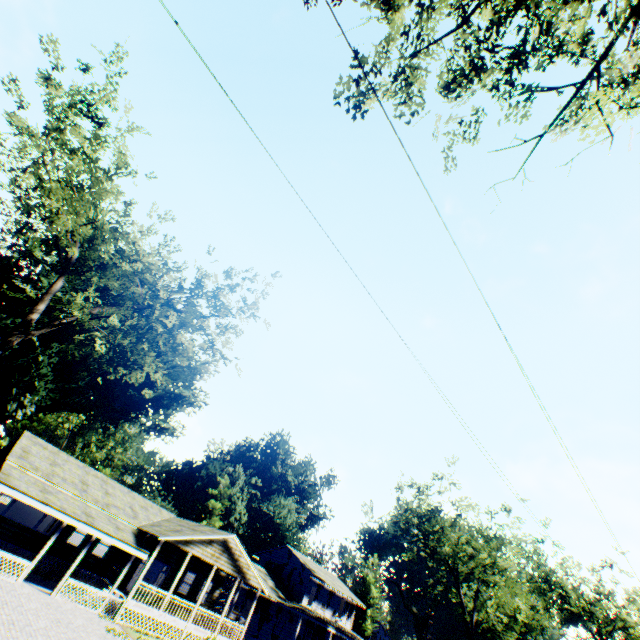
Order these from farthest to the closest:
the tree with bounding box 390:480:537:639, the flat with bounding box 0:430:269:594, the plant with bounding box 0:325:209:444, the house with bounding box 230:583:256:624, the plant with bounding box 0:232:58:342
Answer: the plant with bounding box 0:325:209:444, the plant with bounding box 0:232:58:342, the tree with bounding box 390:480:537:639, the house with bounding box 230:583:256:624, the flat with bounding box 0:430:269:594

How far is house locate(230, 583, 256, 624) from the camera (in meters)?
31.70

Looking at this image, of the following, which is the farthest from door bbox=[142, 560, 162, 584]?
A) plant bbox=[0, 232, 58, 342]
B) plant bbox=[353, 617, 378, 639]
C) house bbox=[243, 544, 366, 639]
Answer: plant bbox=[353, 617, 378, 639]

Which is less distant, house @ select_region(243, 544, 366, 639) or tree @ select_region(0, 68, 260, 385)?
tree @ select_region(0, 68, 260, 385)

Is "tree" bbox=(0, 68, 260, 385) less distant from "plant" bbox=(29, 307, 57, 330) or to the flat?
"plant" bbox=(29, 307, 57, 330)

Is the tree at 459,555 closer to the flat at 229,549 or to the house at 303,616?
the house at 303,616

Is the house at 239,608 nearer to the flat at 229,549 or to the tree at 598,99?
the flat at 229,549

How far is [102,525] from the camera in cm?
2088
